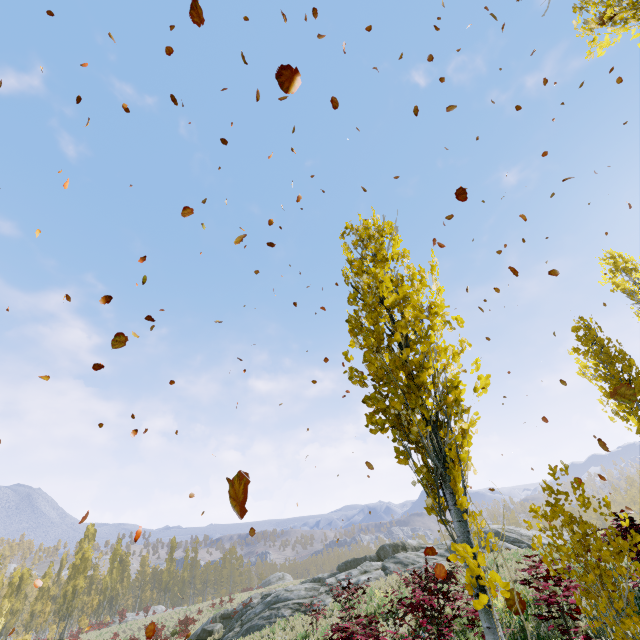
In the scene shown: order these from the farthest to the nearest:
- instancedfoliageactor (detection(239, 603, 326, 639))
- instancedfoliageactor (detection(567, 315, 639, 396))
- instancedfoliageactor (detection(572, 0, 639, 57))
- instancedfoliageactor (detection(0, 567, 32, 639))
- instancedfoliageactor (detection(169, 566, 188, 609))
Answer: instancedfoliageactor (detection(169, 566, 188, 609))
instancedfoliageactor (detection(0, 567, 32, 639))
instancedfoliageactor (detection(239, 603, 326, 639))
instancedfoliageactor (detection(567, 315, 639, 396))
instancedfoliageactor (detection(572, 0, 639, 57))

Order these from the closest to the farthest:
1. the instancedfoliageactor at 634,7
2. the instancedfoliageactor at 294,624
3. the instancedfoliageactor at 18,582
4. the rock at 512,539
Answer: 1. the instancedfoliageactor at 634,7
2. the instancedfoliageactor at 294,624
3. the rock at 512,539
4. the instancedfoliageactor at 18,582

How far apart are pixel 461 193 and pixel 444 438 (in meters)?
3.54

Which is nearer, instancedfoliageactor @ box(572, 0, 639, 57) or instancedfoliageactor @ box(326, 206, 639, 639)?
instancedfoliageactor @ box(326, 206, 639, 639)

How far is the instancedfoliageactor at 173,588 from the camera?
57.80m

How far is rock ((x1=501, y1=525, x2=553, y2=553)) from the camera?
18.19m

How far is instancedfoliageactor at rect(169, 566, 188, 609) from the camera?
57.80m
